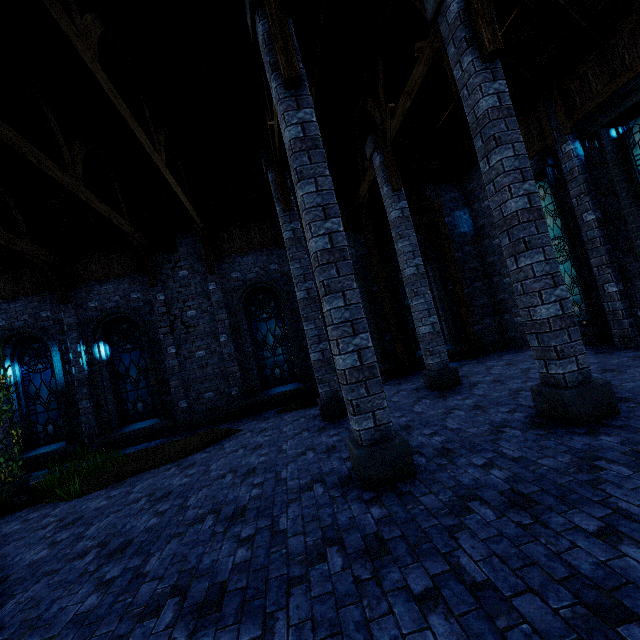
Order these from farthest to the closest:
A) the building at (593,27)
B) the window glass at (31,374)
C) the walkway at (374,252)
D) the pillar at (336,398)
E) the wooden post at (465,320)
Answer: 1. the walkway at (374,252)
2. the window glass at (31,374)
3. the wooden post at (465,320)
4. the building at (593,27)
5. the pillar at (336,398)

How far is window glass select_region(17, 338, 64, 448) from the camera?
11.06m

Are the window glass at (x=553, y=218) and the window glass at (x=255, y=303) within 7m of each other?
no

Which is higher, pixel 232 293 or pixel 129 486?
pixel 232 293

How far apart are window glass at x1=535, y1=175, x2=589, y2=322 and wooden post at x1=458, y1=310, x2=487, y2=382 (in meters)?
2.10

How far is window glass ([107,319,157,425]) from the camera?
11.43m

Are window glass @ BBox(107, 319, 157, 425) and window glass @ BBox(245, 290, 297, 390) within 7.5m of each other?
yes

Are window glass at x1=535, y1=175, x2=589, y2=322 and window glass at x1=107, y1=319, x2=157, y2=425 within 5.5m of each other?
no
